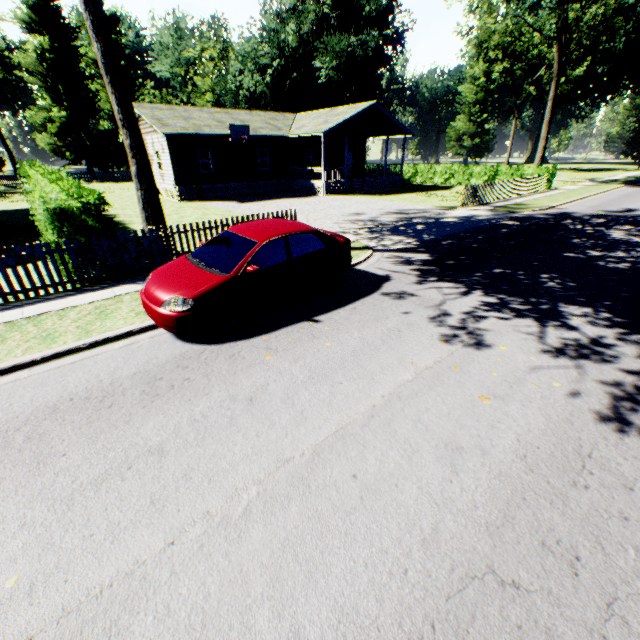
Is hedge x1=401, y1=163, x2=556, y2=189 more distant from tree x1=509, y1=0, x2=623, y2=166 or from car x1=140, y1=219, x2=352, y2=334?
car x1=140, y1=219, x2=352, y2=334

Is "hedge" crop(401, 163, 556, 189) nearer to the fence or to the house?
the fence

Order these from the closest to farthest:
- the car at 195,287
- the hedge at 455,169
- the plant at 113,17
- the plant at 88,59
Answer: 1. the car at 195,287
2. the hedge at 455,169
3. the plant at 88,59
4. the plant at 113,17

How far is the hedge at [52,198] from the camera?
7.8 meters

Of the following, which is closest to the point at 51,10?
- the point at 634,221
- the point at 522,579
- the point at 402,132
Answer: the point at 402,132

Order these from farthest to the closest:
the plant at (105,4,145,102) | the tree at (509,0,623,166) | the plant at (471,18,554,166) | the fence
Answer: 1. the plant at (105,4,145,102)
2. the plant at (471,18,554,166)
3. the tree at (509,0,623,166)
4. the fence

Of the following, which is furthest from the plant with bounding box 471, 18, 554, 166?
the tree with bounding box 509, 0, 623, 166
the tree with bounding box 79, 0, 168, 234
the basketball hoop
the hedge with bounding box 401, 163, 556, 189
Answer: the tree with bounding box 79, 0, 168, 234

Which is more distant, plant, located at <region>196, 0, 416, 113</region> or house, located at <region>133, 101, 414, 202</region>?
plant, located at <region>196, 0, 416, 113</region>
